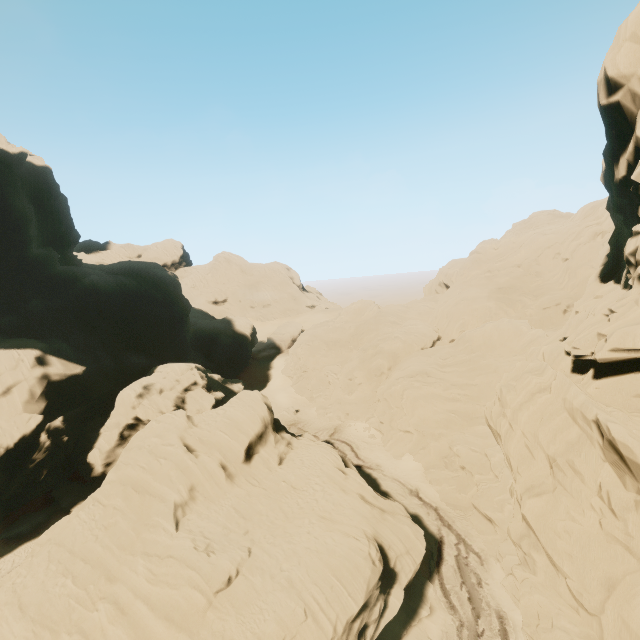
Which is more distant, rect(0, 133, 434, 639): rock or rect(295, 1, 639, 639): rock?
rect(0, 133, 434, 639): rock

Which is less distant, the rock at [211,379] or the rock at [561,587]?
the rock at [561,587]

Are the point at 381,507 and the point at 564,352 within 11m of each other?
no
